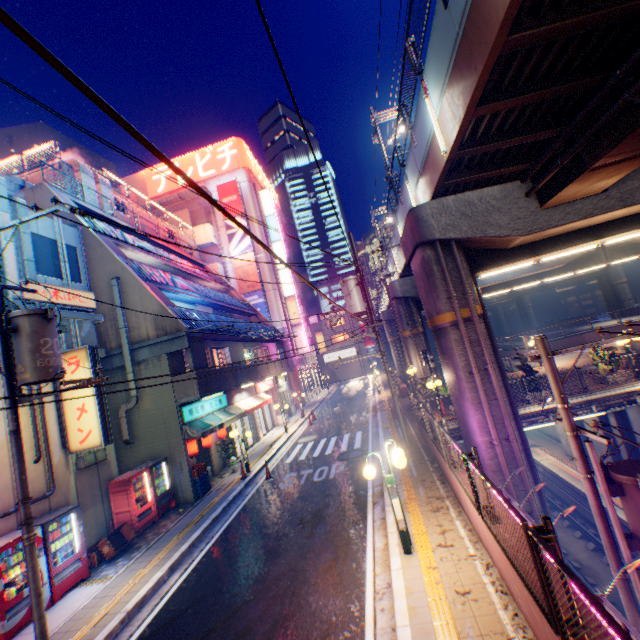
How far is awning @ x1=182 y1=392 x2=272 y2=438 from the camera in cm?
1422

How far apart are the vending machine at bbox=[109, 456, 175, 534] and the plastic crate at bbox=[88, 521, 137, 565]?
0.36m

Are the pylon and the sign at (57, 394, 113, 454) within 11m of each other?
yes

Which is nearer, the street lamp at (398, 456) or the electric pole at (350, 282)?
the street lamp at (398, 456)

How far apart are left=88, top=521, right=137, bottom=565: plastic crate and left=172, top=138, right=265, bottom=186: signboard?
36.83m

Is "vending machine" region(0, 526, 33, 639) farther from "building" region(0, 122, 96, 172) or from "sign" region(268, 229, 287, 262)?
"building" region(0, 122, 96, 172)

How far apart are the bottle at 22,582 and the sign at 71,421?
3.08m

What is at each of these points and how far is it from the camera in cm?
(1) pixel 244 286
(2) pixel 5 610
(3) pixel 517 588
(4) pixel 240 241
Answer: (1) billboard, 3606
(2) vending machine, 750
(3) concrete block, 478
(4) billboard, 3659
